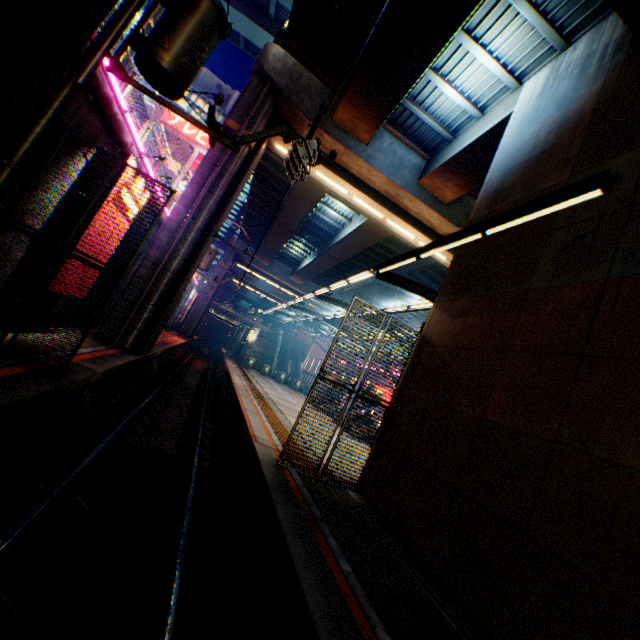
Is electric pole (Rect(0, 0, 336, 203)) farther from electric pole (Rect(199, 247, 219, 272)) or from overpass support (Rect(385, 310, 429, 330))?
electric pole (Rect(199, 247, 219, 272))

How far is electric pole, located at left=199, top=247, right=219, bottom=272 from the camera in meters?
21.4 m

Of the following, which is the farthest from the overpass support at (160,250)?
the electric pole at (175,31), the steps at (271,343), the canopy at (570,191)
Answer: the steps at (271,343)

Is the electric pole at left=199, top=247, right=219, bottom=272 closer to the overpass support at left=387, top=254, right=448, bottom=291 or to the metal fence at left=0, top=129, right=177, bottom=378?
the metal fence at left=0, top=129, right=177, bottom=378

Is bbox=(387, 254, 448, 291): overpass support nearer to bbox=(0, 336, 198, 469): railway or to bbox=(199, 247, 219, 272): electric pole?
bbox=(0, 336, 198, 469): railway

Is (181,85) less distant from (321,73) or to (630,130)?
(630,130)

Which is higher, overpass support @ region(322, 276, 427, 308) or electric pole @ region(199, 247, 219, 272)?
overpass support @ region(322, 276, 427, 308)

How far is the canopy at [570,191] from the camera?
4.80m
